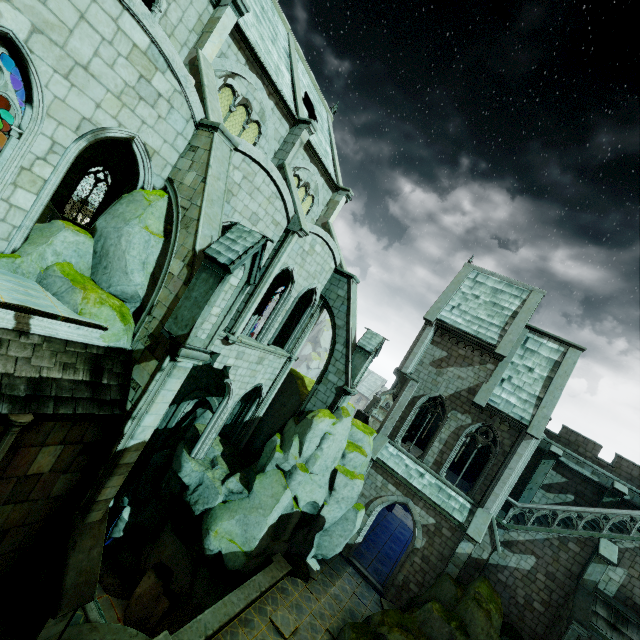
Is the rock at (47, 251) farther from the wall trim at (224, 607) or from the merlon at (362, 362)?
the merlon at (362, 362)

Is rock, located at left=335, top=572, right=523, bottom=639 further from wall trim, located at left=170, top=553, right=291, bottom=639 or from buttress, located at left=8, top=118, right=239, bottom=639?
buttress, located at left=8, top=118, right=239, bottom=639

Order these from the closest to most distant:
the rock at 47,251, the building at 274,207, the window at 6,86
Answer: the window at 6,86
the building at 274,207
the rock at 47,251

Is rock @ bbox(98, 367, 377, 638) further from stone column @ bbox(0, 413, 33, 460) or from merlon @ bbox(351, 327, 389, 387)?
stone column @ bbox(0, 413, 33, 460)

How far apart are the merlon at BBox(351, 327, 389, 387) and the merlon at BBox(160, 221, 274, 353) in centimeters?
1090cm

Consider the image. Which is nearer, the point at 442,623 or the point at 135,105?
the point at 135,105

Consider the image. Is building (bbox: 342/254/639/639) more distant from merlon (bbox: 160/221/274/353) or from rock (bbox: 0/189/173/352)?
merlon (bbox: 160/221/274/353)

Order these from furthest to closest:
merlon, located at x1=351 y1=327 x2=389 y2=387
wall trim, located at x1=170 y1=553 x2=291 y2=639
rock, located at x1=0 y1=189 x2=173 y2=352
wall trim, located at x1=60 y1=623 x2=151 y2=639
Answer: merlon, located at x1=351 y1=327 x2=389 y2=387 → wall trim, located at x1=170 y1=553 x2=291 y2=639 → wall trim, located at x1=60 y1=623 x2=151 y2=639 → rock, located at x1=0 y1=189 x2=173 y2=352
